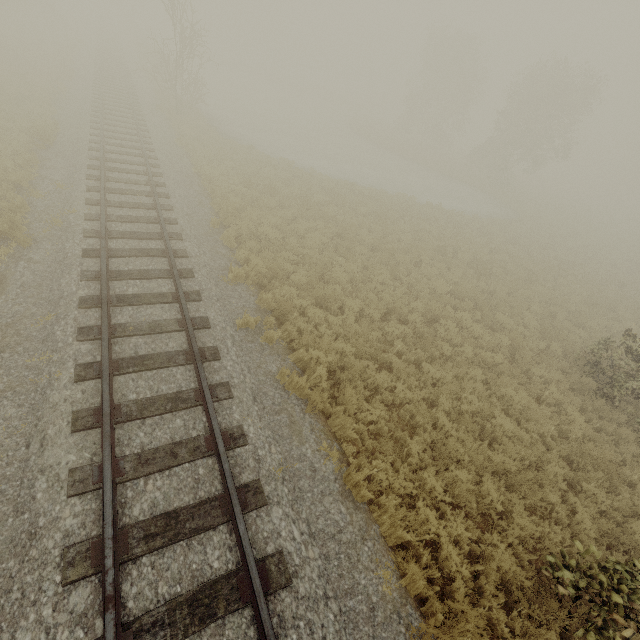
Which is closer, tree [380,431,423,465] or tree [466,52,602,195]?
tree [380,431,423,465]

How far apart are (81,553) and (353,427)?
4.7 meters

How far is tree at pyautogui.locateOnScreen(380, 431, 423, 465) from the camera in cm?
675

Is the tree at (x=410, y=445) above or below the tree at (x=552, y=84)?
below

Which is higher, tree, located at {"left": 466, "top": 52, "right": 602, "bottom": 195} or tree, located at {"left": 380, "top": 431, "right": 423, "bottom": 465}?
tree, located at {"left": 466, "top": 52, "right": 602, "bottom": 195}

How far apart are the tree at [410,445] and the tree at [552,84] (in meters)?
36.69

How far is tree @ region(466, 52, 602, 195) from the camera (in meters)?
28.62

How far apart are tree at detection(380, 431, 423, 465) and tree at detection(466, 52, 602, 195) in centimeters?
3669cm
